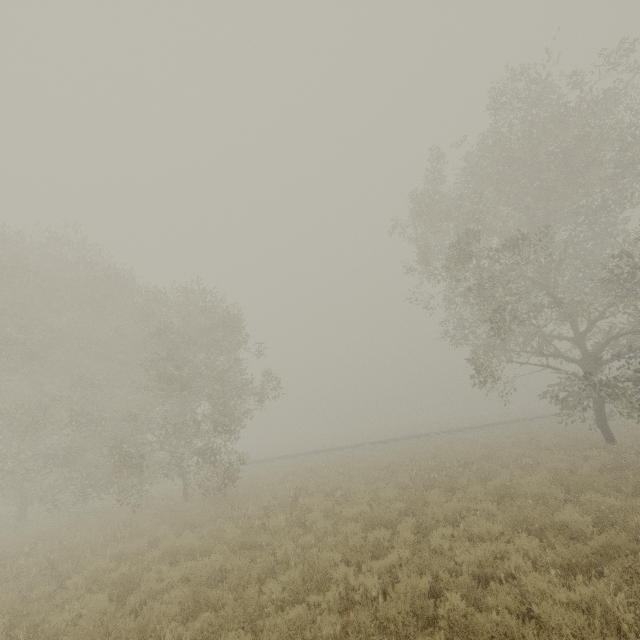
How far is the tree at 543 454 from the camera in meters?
12.7 m

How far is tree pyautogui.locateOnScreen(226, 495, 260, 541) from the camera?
10.2 meters

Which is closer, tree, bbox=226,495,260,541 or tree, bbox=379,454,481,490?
tree, bbox=226,495,260,541

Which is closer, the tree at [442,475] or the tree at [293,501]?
the tree at [293,501]

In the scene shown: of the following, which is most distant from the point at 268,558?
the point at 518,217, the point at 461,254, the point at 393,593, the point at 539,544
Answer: the point at 518,217
